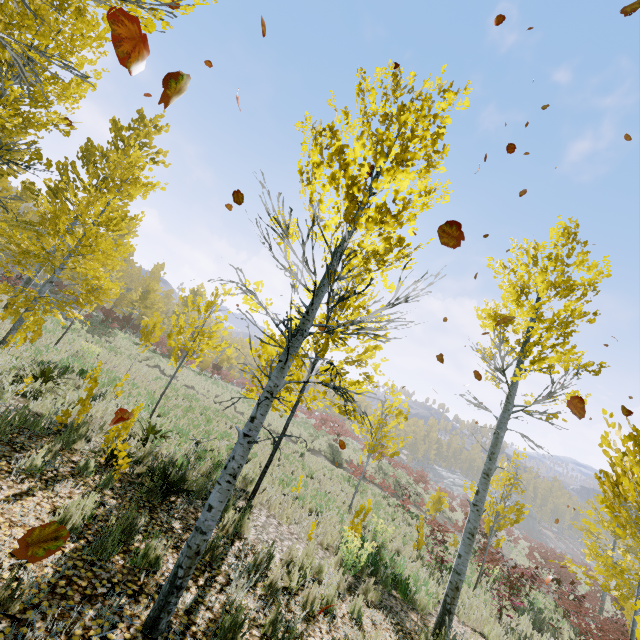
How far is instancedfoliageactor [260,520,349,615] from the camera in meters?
4.4

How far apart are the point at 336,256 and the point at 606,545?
32.7m

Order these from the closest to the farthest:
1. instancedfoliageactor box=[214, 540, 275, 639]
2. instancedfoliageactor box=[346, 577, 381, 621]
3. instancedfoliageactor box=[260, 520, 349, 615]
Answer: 1. instancedfoliageactor box=[214, 540, 275, 639]
2. instancedfoliageactor box=[260, 520, 349, 615]
3. instancedfoliageactor box=[346, 577, 381, 621]

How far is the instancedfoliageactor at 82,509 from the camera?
3.4 meters

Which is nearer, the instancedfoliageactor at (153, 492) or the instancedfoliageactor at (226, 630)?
the instancedfoliageactor at (226, 630)

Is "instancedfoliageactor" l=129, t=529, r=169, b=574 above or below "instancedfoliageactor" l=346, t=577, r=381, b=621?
above
